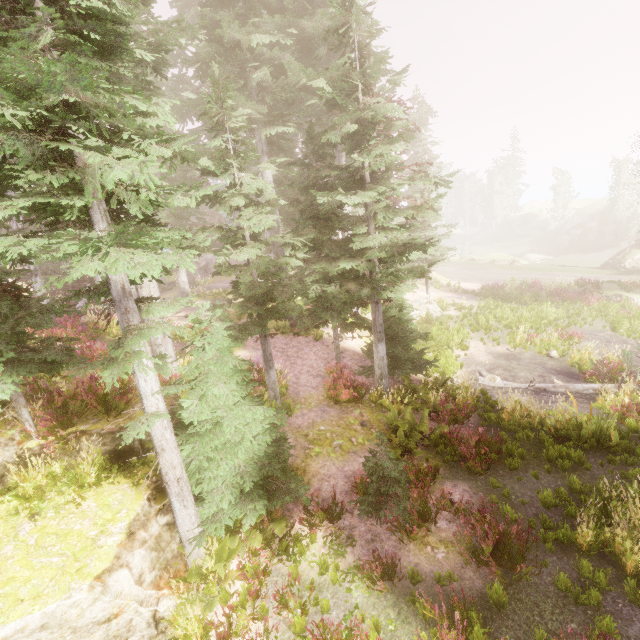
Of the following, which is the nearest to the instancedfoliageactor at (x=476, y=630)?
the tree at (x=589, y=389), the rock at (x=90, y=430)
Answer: the rock at (x=90, y=430)

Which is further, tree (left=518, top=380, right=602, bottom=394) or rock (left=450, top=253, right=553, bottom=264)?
rock (left=450, top=253, right=553, bottom=264)

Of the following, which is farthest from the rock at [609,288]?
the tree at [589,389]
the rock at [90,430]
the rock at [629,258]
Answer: the rock at [90,430]

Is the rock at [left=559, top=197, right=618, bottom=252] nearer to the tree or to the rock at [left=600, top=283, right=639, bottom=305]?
the rock at [left=600, top=283, right=639, bottom=305]

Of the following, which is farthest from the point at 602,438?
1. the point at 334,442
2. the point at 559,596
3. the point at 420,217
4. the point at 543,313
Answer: the point at 420,217

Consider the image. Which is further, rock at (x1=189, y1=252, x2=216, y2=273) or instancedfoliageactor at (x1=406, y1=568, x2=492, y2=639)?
rock at (x1=189, y1=252, x2=216, y2=273)

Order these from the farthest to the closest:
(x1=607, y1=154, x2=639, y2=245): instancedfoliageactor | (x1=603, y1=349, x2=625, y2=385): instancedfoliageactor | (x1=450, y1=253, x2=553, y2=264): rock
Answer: (x1=607, y1=154, x2=639, y2=245): instancedfoliageactor, (x1=450, y1=253, x2=553, y2=264): rock, (x1=603, y1=349, x2=625, y2=385): instancedfoliageactor

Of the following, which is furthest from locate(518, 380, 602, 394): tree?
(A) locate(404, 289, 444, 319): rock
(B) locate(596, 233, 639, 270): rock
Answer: (B) locate(596, 233, 639, 270): rock
